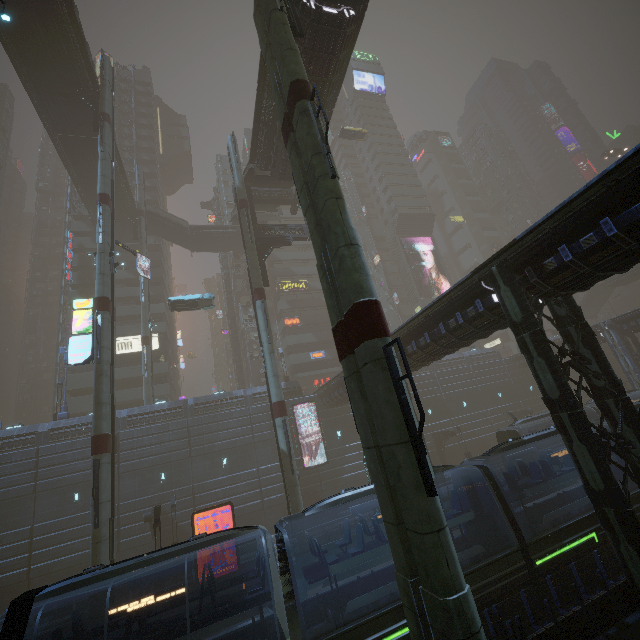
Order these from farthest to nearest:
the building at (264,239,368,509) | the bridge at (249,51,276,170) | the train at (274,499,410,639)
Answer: the building at (264,239,368,509)
the bridge at (249,51,276,170)
the train at (274,499,410,639)

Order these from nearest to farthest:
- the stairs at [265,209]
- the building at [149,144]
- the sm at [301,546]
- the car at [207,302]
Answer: the sm at [301,546] → the car at [207,302] → the stairs at [265,209] → the building at [149,144]

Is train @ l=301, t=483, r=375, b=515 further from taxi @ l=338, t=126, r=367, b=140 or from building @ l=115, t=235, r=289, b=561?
taxi @ l=338, t=126, r=367, b=140

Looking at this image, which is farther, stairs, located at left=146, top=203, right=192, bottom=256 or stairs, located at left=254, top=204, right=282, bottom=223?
stairs, located at left=146, top=203, right=192, bottom=256

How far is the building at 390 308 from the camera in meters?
58.4

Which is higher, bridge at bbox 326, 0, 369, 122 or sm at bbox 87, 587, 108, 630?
bridge at bbox 326, 0, 369, 122

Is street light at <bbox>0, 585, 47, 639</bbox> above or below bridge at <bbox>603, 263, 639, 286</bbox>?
below

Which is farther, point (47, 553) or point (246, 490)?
point (246, 490)
